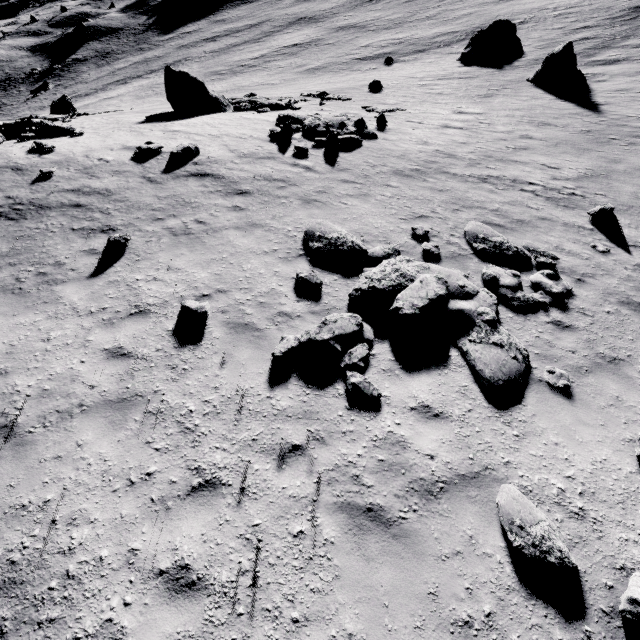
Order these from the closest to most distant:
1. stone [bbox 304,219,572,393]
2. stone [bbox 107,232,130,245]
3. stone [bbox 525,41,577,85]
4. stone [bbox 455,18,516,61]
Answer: stone [bbox 304,219,572,393] → stone [bbox 107,232,130,245] → stone [bbox 525,41,577,85] → stone [bbox 455,18,516,61]

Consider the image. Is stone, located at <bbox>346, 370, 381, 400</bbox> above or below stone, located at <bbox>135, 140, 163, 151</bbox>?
below

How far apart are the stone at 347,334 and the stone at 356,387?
0.12m

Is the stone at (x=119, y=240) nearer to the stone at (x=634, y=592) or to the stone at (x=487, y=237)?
the stone at (x=487, y=237)

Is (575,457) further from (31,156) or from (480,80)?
(480,80)

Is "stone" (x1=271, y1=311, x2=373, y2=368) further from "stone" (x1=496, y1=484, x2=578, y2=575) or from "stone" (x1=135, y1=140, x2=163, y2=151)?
"stone" (x1=135, y1=140, x2=163, y2=151)

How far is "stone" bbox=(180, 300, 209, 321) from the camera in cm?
671

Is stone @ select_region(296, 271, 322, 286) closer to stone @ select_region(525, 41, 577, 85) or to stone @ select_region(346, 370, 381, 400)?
stone @ select_region(346, 370, 381, 400)
